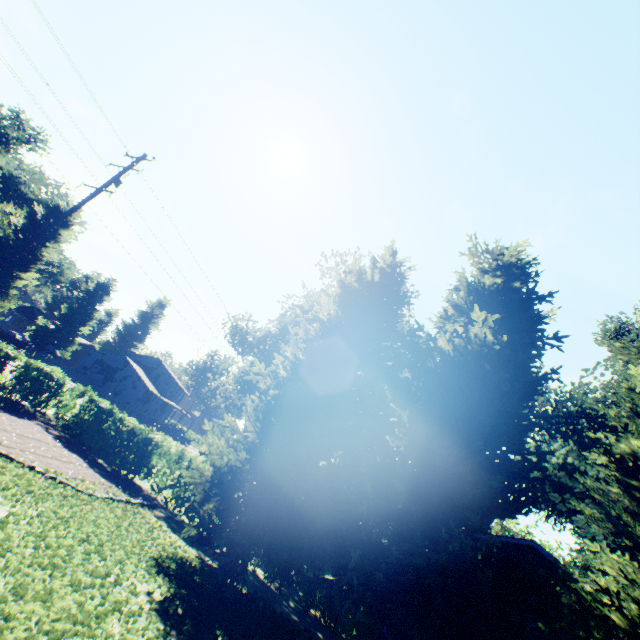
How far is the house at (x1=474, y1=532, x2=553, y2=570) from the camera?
13.83m

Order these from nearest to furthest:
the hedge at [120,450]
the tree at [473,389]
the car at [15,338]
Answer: the tree at [473,389], the hedge at [120,450], the car at [15,338]

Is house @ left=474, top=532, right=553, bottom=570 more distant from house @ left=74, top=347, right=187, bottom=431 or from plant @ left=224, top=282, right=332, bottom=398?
house @ left=74, top=347, right=187, bottom=431

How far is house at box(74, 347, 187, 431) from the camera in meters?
48.3 m

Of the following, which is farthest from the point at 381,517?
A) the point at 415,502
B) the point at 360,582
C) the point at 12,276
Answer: the point at 12,276

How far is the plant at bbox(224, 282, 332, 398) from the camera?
25.72m

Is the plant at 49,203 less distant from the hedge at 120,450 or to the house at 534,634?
the hedge at 120,450
